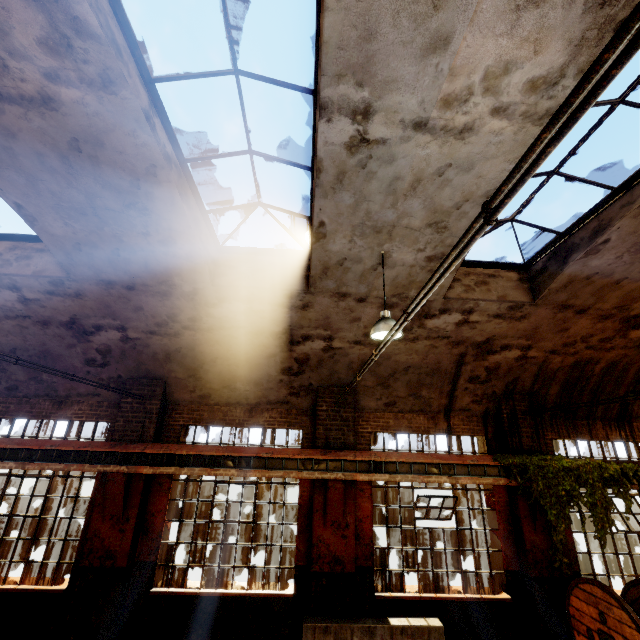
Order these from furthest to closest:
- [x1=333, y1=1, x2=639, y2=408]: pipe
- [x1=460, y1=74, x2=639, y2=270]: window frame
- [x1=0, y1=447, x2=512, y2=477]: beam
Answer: [x1=0, y1=447, x2=512, y2=477]: beam → [x1=460, y1=74, x2=639, y2=270]: window frame → [x1=333, y1=1, x2=639, y2=408]: pipe

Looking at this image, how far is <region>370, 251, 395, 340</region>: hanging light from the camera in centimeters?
519cm

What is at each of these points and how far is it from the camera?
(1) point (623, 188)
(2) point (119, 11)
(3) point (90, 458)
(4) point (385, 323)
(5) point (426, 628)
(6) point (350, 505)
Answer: (1) window frame, 5.1 meters
(2) window frame, 3.2 meters
(3) beam, 7.5 meters
(4) hanging light, 5.2 meters
(5) concrete barricade, 5.9 meters
(6) building, 7.6 meters

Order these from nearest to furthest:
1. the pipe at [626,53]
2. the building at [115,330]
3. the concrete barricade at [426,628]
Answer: the pipe at [626,53], the building at [115,330], the concrete barricade at [426,628]

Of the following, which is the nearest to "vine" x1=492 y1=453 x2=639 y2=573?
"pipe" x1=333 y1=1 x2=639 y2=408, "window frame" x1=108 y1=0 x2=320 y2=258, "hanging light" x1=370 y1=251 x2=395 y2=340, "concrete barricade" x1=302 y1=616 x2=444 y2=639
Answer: "concrete barricade" x1=302 y1=616 x2=444 y2=639

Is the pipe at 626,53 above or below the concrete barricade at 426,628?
above

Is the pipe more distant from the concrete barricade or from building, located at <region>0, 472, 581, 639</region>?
the concrete barricade

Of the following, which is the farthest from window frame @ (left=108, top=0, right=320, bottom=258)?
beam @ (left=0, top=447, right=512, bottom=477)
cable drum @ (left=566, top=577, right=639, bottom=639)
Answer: cable drum @ (left=566, top=577, right=639, bottom=639)
